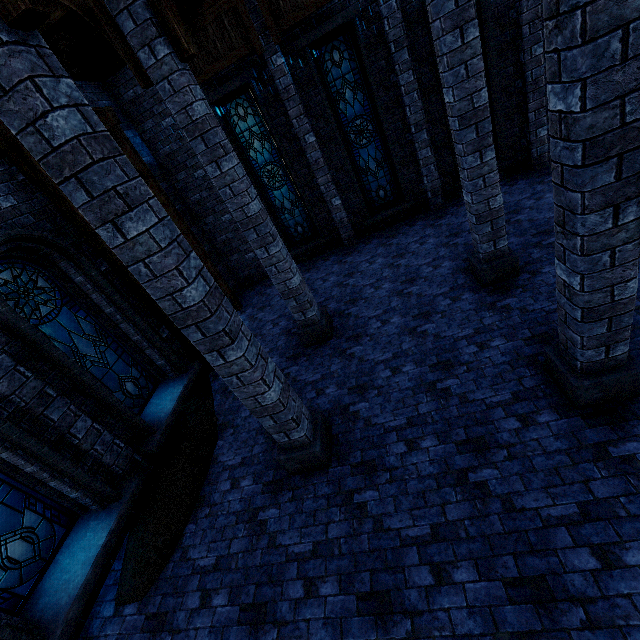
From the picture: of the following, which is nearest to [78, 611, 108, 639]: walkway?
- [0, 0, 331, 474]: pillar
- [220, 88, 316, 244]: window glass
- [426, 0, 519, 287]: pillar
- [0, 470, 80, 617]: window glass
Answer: [0, 470, 80, 617]: window glass

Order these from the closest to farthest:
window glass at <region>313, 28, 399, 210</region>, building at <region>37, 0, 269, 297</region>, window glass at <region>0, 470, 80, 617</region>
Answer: window glass at <region>0, 470, 80, 617</region> → building at <region>37, 0, 269, 297</region> → window glass at <region>313, 28, 399, 210</region>

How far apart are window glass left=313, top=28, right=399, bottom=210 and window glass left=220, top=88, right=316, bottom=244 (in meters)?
1.88

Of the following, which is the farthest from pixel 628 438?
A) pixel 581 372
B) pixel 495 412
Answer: pixel 495 412

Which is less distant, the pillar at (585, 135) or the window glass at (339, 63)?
the pillar at (585, 135)

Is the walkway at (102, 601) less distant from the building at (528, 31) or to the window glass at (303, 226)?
the building at (528, 31)

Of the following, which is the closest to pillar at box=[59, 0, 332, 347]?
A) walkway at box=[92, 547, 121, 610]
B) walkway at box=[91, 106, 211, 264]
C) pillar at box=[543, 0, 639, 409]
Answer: walkway at box=[91, 106, 211, 264]

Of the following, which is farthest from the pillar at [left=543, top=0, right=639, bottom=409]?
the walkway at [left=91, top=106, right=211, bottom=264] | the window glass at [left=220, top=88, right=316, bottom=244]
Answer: the window glass at [left=220, top=88, right=316, bottom=244]
